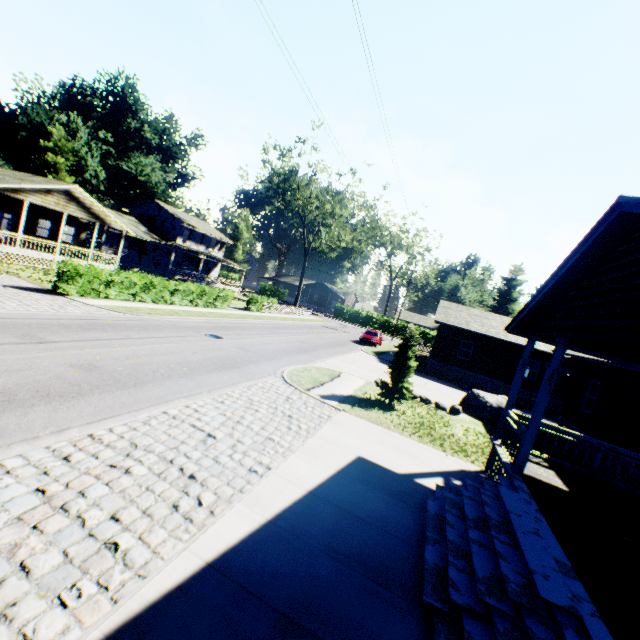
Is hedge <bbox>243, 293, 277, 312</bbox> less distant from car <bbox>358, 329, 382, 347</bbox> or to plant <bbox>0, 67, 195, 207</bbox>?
car <bbox>358, 329, 382, 347</bbox>

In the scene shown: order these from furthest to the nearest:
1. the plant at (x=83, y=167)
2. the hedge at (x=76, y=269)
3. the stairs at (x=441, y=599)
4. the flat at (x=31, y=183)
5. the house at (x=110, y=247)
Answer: the plant at (x=83, y=167) → the house at (x=110, y=247) → the flat at (x=31, y=183) → the hedge at (x=76, y=269) → the stairs at (x=441, y=599)

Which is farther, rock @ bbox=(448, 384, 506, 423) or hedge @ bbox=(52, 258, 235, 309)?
hedge @ bbox=(52, 258, 235, 309)

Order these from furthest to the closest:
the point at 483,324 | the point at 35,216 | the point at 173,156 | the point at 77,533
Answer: the point at 173,156 < the point at 483,324 < the point at 35,216 < the point at 77,533

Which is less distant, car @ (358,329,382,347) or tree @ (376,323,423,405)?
tree @ (376,323,423,405)

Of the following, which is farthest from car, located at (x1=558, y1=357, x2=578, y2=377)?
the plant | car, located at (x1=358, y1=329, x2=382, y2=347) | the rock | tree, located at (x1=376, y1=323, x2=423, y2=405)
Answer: the plant

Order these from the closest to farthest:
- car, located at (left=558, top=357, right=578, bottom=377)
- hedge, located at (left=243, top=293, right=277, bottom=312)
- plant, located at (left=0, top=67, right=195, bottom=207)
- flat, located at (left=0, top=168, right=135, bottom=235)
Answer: car, located at (left=558, top=357, right=578, bottom=377) → flat, located at (left=0, top=168, right=135, bottom=235) → hedge, located at (left=243, top=293, right=277, bottom=312) → plant, located at (left=0, top=67, right=195, bottom=207)

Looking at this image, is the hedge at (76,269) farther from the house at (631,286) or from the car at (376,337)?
the house at (631,286)
